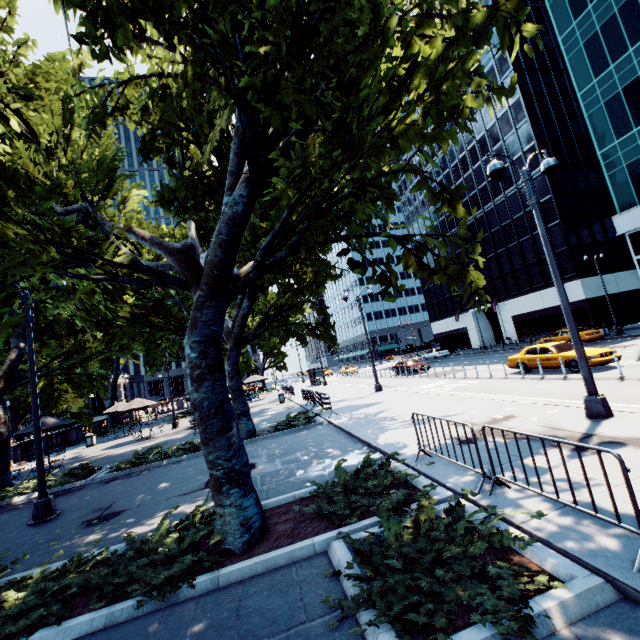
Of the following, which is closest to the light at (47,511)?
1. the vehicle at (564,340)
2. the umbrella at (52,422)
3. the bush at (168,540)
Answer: the bush at (168,540)

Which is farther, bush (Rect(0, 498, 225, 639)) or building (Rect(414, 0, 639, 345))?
building (Rect(414, 0, 639, 345))

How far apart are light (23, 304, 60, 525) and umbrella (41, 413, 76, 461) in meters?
10.2

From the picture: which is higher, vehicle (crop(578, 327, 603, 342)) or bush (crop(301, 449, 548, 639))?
vehicle (crop(578, 327, 603, 342))

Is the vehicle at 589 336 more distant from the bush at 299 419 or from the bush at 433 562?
the bush at 433 562

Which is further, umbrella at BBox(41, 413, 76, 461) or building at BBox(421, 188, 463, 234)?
building at BBox(421, 188, 463, 234)

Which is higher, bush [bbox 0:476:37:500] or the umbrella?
the umbrella

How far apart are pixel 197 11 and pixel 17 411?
31.3 meters
